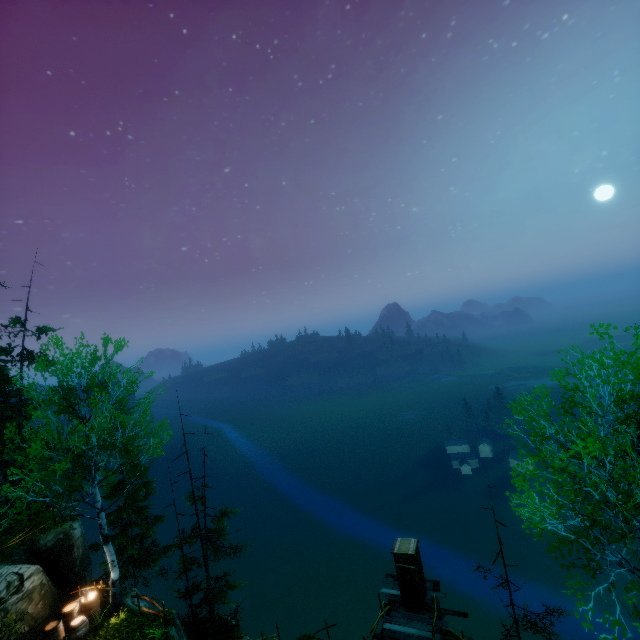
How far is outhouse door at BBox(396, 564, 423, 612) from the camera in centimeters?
1534cm

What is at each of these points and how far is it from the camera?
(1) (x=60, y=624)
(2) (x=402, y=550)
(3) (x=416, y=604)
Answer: (1) barrel, 13.8 meters
(2) outhouse, 15.9 meters
(3) outhouse door, 15.4 meters

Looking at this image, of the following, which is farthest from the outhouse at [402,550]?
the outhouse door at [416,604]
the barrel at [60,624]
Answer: the barrel at [60,624]

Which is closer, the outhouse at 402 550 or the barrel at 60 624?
the barrel at 60 624

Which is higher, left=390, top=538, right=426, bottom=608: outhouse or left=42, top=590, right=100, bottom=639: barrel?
left=42, top=590, right=100, bottom=639: barrel

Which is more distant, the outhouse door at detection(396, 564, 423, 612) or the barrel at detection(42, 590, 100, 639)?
the outhouse door at detection(396, 564, 423, 612)

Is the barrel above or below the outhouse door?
above

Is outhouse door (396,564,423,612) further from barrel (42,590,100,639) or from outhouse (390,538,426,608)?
barrel (42,590,100,639)
